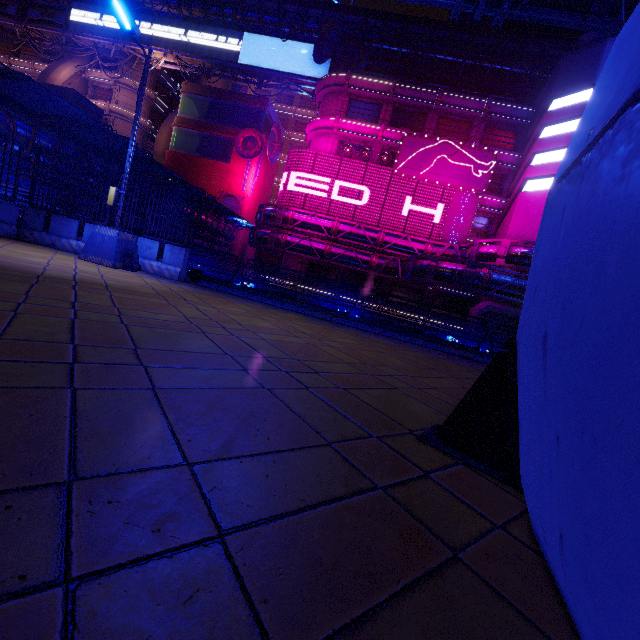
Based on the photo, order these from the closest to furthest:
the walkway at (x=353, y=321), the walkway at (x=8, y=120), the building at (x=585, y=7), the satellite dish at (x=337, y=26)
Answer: the walkway at (x=353, y=321), the walkway at (x=8, y=120), the satellite dish at (x=337, y=26), the building at (x=585, y=7)

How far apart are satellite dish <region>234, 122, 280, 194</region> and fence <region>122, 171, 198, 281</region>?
39.2m

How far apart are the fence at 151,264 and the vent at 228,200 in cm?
3777

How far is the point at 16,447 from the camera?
1.3 meters

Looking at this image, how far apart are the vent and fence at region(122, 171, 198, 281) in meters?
37.8 m

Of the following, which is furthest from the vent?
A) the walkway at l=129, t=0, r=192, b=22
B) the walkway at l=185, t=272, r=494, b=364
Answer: the walkway at l=185, t=272, r=494, b=364

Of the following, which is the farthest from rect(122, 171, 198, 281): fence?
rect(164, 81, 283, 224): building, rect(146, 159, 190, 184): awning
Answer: rect(164, 81, 283, 224): building

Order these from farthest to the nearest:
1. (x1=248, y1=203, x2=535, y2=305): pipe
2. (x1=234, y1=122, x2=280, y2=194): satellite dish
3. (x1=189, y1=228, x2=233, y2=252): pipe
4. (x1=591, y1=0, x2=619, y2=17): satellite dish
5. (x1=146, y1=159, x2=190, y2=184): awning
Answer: (x1=234, y1=122, x2=280, y2=194): satellite dish → (x1=189, y1=228, x2=233, y2=252): pipe → (x1=591, y1=0, x2=619, y2=17): satellite dish → (x1=248, y1=203, x2=535, y2=305): pipe → (x1=146, y1=159, x2=190, y2=184): awning
